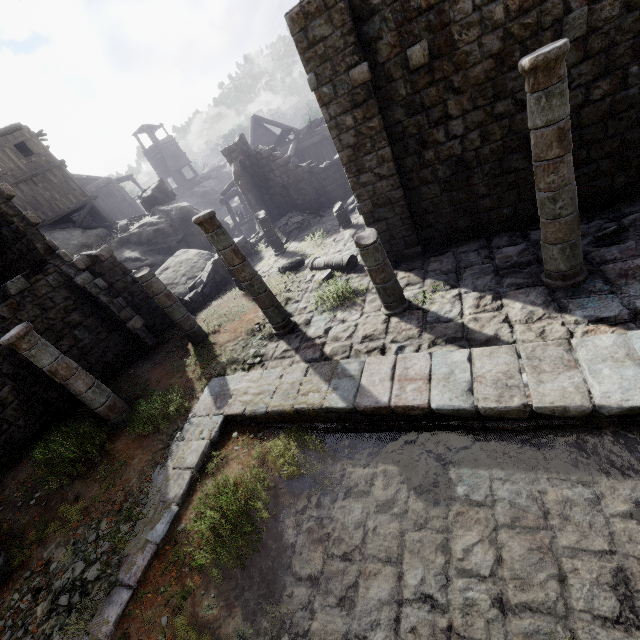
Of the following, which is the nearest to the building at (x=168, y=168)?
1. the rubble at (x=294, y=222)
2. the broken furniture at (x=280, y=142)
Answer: the rubble at (x=294, y=222)

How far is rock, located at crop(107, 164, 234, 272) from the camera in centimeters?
2127cm

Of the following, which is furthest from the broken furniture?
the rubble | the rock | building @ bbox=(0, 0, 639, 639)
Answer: the rubble

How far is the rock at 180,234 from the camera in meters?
21.3 m

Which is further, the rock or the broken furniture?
→ the broken furniture

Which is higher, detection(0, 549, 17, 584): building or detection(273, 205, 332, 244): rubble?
detection(0, 549, 17, 584): building

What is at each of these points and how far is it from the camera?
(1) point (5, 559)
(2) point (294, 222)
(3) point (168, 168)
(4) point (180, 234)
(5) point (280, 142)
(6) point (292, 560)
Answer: (1) building, 6.16m
(2) rubble, 18.31m
(3) building, 47.19m
(4) rock, 22.98m
(5) broken furniture, 25.48m
(6) building, 4.86m

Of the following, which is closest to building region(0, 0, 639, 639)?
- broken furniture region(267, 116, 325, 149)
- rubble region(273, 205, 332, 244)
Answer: rubble region(273, 205, 332, 244)
